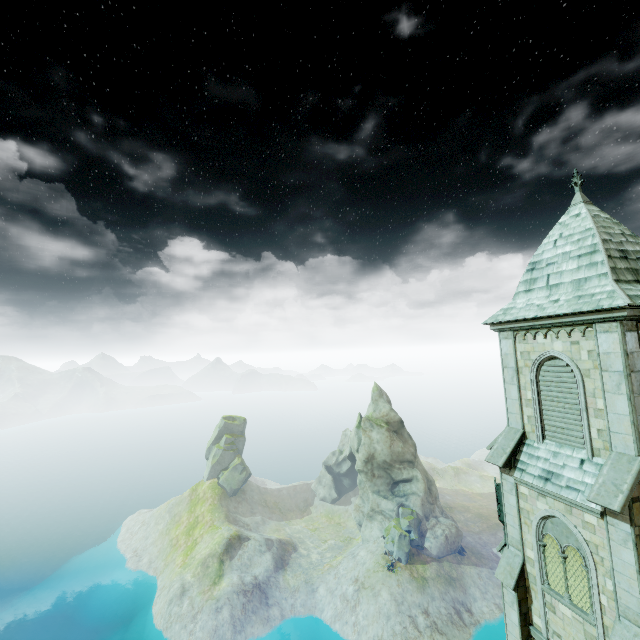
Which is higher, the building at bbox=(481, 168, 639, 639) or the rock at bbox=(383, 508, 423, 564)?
the building at bbox=(481, 168, 639, 639)

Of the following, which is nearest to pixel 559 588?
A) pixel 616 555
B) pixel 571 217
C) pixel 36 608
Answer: pixel 616 555

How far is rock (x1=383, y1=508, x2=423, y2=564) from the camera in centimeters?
5319cm

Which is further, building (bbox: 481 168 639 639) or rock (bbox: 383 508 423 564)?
rock (bbox: 383 508 423 564)

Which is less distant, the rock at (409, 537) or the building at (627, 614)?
the building at (627, 614)

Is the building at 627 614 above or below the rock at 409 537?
above
